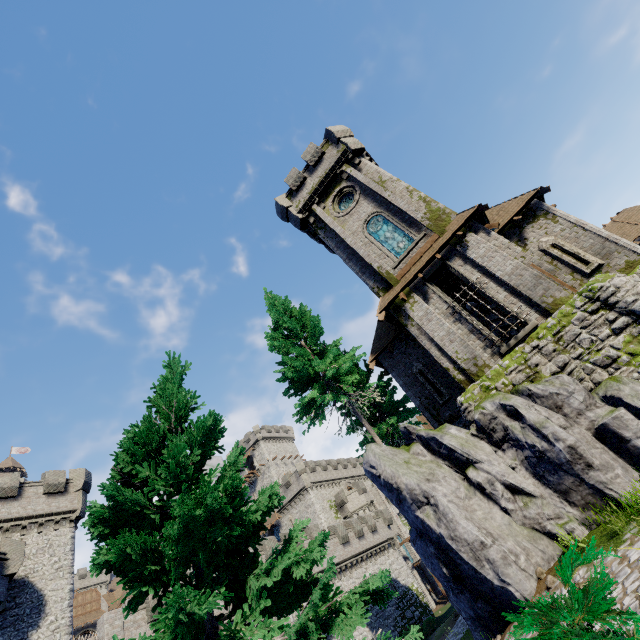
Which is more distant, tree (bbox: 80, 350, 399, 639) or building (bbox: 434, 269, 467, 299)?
building (bbox: 434, 269, 467, 299)

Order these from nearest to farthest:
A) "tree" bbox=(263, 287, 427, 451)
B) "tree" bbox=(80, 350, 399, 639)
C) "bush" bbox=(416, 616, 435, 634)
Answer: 1. "tree" bbox=(80, 350, 399, 639)
2. "tree" bbox=(263, 287, 427, 451)
3. "bush" bbox=(416, 616, 435, 634)

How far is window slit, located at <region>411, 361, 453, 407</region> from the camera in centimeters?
1690cm

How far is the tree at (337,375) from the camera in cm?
1655

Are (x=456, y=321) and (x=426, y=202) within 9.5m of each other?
yes

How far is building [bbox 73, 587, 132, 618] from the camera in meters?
51.4 m

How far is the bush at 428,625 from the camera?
30.97m

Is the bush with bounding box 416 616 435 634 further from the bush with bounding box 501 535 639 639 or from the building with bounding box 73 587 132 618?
the building with bounding box 73 587 132 618
